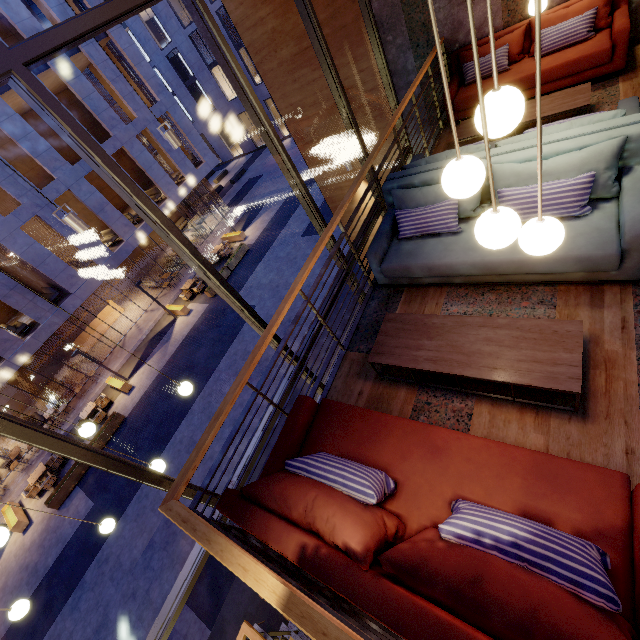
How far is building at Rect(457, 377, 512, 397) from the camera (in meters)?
2.65

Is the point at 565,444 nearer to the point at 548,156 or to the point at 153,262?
the point at 548,156

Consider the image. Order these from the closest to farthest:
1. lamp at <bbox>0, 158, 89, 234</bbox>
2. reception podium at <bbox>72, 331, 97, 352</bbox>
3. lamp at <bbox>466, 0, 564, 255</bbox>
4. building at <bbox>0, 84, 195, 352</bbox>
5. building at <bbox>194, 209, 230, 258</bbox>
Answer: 1. lamp at <bbox>466, 0, 564, 255</bbox>
2. lamp at <bbox>0, 158, 89, 234</bbox>
3. building at <bbox>0, 84, 195, 352</bbox>
4. reception podium at <bbox>72, 331, 97, 352</bbox>
5. building at <bbox>194, 209, 230, 258</bbox>

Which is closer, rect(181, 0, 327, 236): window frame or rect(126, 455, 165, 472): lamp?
rect(181, 0, 327, 236): window frame

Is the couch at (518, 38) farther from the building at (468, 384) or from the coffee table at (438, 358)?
the coffee table at (438, 358)

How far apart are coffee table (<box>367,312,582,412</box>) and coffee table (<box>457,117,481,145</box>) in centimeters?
336cm

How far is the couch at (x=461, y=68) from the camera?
5.39m

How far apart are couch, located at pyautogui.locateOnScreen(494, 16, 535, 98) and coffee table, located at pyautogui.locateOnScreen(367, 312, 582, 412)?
4.5m
